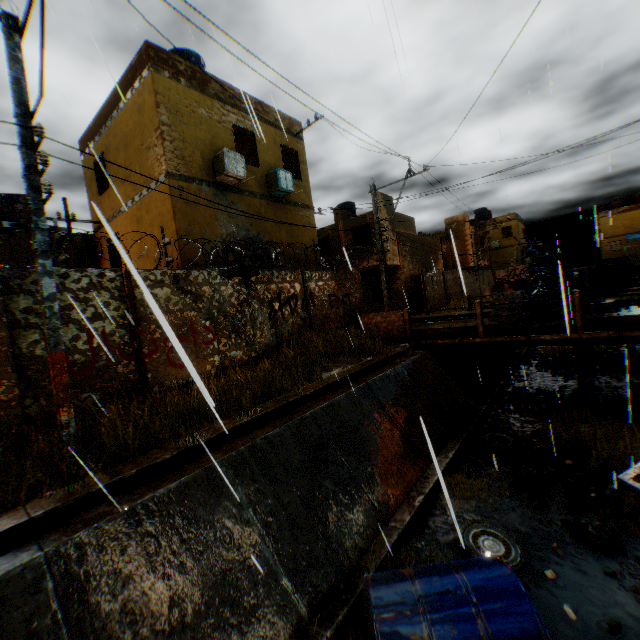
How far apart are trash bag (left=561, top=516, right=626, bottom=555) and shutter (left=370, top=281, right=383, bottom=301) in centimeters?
1850cm

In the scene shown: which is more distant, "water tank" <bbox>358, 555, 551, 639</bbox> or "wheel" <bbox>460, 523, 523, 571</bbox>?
"wheel" <bbox>460, 523, 523, 571</bbox>

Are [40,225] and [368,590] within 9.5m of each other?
yes

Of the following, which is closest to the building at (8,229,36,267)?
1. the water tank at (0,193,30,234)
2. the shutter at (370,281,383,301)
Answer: the shutter at (370,281,383,301)

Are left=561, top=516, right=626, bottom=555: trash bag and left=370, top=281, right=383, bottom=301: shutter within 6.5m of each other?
no

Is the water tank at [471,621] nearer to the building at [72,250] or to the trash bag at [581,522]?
the trash bag at [581,522]

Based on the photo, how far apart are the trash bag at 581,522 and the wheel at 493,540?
1.0 meters

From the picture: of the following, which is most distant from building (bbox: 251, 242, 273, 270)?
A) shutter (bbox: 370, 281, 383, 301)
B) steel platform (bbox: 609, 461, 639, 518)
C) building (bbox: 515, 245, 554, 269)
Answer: steel platform (bbox: 609, 461, 639, 518)
